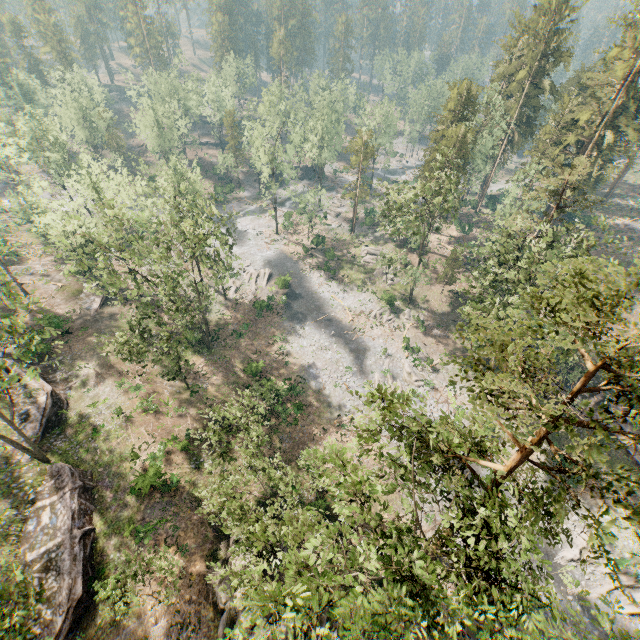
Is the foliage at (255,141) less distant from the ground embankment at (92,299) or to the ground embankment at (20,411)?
the ground embankment at (92,299)

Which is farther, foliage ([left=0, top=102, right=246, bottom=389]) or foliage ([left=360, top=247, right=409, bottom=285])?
foliage ([left=360, top=247, right=409, bottom=285])

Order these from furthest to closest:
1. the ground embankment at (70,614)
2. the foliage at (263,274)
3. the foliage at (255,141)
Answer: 1. the foliage at (263,274)
2. the foliage at (255,141)
3. the ground embankment at (70,614)

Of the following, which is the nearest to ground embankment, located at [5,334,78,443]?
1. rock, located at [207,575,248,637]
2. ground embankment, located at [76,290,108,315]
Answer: ground embankment, located at [76,290,108,315]

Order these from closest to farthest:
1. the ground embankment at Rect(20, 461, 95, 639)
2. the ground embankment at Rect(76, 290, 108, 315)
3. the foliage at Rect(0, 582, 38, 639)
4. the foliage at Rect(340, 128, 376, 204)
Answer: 1. the foliage at Rect(0, 582, 38, 639)
2. the ground embankment at Rect(20, 461, 95, 639)
3. the ground embankment at Rect(76, 290, 108, 315)
4. the foliage at Rect(340, 128, 376, 204)

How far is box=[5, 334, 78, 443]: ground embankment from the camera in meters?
27.9

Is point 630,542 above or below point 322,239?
below
